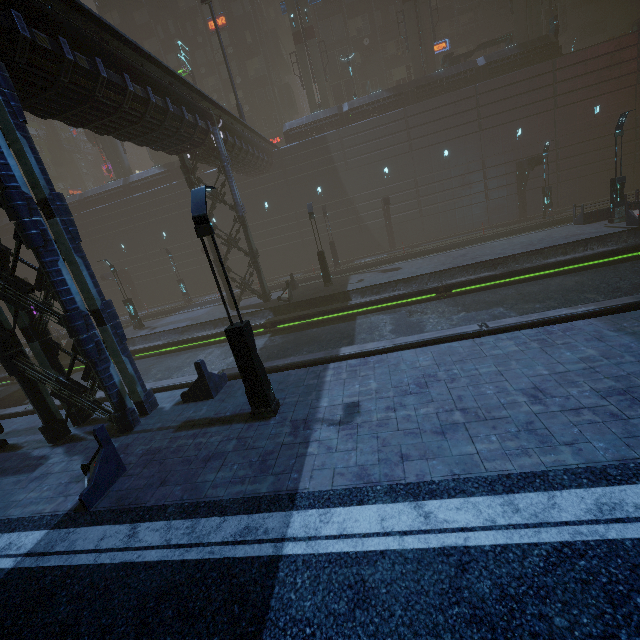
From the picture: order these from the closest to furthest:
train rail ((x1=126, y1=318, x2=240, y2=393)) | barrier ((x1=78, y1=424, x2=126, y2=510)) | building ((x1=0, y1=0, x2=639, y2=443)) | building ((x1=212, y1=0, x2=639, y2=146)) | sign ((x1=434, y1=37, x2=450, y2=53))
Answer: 1. barrier ((x1=78, y1=424, x2=126, y2=510))
2. building ((x1=0, y1=0, x2=639, y2=443))
3. train rail ((x1=126, y1=318, x2=240, y2=393))
4. building ((x1=212, y1=0, x2=639, y2=146))
5. sign ((x1=434, y1=37, x2=450, y2=53))

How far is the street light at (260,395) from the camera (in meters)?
6.96

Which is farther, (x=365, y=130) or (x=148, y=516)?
(x=365, y=130)

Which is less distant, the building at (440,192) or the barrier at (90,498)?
the barrier at (90,498)

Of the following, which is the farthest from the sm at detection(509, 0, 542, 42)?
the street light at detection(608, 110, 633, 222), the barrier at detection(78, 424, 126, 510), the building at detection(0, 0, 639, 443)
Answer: the barrier at detection(78, 424, 126, 510)

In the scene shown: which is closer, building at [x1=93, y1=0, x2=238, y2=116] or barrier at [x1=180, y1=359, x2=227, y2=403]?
barrier at [x1=180, y1=359, x2=227, y2=403]

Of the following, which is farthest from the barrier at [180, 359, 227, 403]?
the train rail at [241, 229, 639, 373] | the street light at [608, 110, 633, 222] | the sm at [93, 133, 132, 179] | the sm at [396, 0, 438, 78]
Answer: the sm at [93, 133, 132, 179]

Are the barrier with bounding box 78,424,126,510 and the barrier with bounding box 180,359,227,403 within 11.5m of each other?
yes
